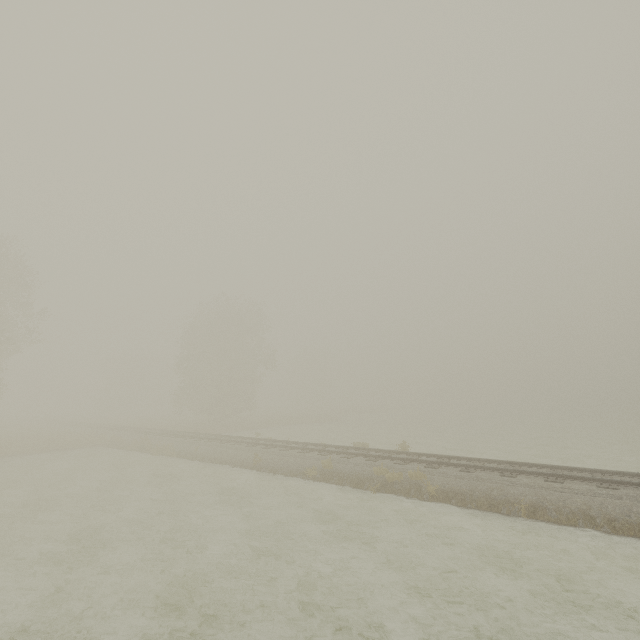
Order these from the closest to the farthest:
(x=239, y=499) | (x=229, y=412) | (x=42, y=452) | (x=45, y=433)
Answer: (x=239, y=499) < (x=42, y=452) < (x=45, y=433) < (x=229, y=412)

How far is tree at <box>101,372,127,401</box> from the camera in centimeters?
5791cm

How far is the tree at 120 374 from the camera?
57.9m
